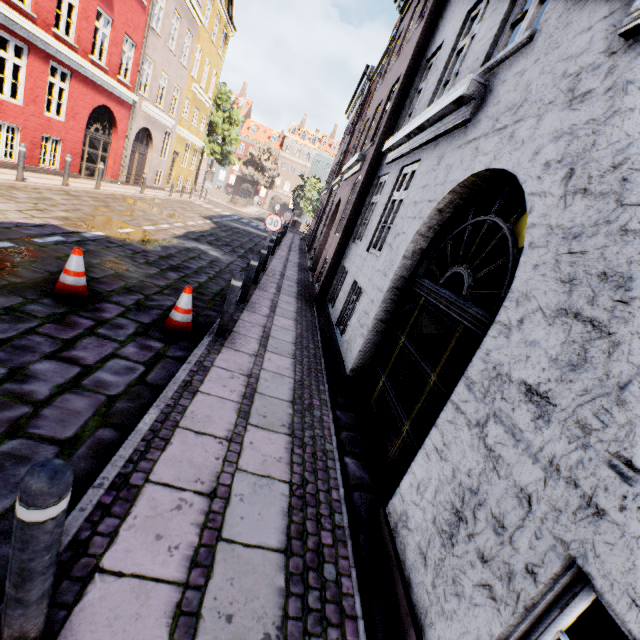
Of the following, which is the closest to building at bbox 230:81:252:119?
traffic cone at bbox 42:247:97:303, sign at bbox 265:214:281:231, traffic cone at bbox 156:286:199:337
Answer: sign at bbox 265:214:281:231

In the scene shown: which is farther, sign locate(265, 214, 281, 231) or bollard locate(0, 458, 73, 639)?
sign locate(265, 214, 281, 231)

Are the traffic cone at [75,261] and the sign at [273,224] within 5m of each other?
no

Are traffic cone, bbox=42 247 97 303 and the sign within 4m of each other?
no

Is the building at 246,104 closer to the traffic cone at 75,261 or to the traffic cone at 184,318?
the traffic cone at 184,318

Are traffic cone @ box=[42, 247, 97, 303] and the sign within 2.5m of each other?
no

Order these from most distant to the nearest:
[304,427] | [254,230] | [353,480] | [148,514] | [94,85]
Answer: [254,230]
[94,85]
[304,427]
[353,480]
[148,514]

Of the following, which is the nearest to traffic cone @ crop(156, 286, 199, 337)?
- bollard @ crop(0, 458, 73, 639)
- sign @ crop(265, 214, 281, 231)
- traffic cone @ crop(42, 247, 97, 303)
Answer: traffic cone @ crop(42, 247, 97, 303)
